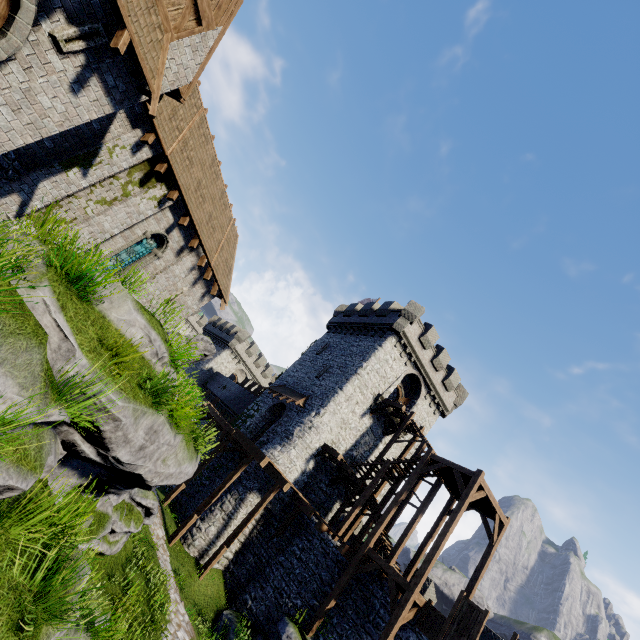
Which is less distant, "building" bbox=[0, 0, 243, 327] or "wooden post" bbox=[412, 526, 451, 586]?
"building" bbox=[0, 0, 243, 327]

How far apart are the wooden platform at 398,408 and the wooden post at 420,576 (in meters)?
9.03

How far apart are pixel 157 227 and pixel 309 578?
18.3m

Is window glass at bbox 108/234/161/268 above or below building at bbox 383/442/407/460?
below

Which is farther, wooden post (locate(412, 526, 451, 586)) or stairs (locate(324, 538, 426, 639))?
wooden post (locate(412, 526, 451, 586))

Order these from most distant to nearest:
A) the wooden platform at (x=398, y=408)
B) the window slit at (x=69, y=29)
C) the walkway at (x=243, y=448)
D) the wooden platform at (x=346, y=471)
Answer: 1. the wooden platform at (x=398, y=408)
2. the wooden platform at (x=346, y=471)
3. the walkway at (x=243, y=448)
4. the window slit at (x=69, y=29)

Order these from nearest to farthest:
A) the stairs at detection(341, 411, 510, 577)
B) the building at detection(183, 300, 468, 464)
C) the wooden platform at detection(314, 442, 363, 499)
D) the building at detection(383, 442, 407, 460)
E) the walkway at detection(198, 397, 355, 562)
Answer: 1. the stairs at detection(341, 411, 510, 577)
2. the walkway at detection(198, 397, 355, 562)
3. the wooden platform at detection(314, 442, 363, 499)
4. the building at detection(183, 300, 468, 464)
5. the building at detection(383, 442, 407, 460)

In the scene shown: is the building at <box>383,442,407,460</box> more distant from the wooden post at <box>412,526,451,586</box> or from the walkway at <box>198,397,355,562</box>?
the wooden post at <box>412,526,451,586</box>
